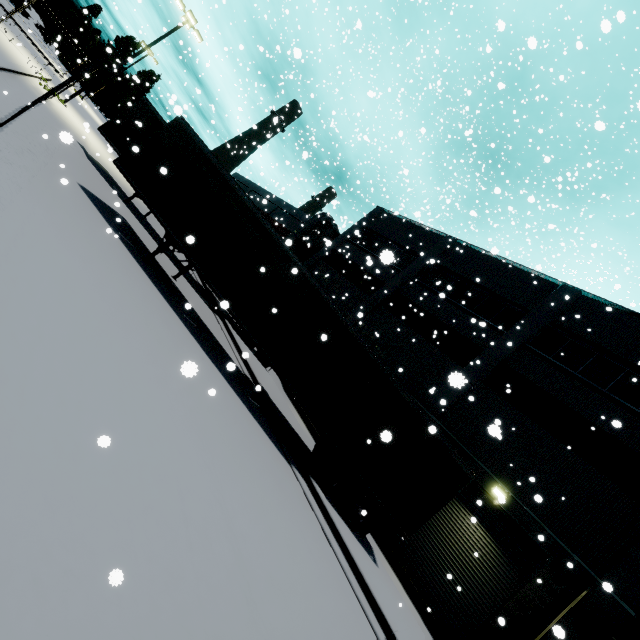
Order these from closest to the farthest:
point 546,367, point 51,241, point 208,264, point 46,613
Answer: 1. point 46,613
2. point 51,241
3. point 208,264
4. point 546,367

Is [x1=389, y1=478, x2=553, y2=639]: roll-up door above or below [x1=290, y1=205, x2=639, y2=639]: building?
below

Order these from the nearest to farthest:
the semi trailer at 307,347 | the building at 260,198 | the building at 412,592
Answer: the semi trailer at 307,347 < the building at 412,592 < the building at 260,198

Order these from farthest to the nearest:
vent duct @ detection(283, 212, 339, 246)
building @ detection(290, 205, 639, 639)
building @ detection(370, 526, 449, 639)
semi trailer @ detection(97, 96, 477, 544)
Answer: vent duct @ detection(283, 212, 339, 246) < building @ detection(370, 526, 449, 639) < building @ detection(290, 205, 639, 639) < semi trailer @ detection(97, 96, 477, 544)

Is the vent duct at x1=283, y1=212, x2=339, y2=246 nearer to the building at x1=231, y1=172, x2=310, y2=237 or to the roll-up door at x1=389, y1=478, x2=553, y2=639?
the building at x1=231, y1=172, x2=310, y2=237

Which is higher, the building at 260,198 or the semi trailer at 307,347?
the building at 260,198

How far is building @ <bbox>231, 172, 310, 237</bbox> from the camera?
32.7m

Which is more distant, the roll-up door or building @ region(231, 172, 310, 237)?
building @ region(231, 172, 310, 237)
